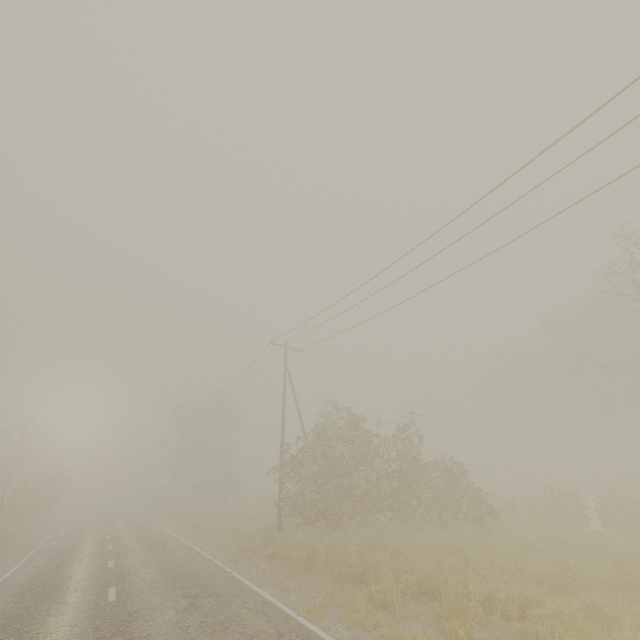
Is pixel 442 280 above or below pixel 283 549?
above
